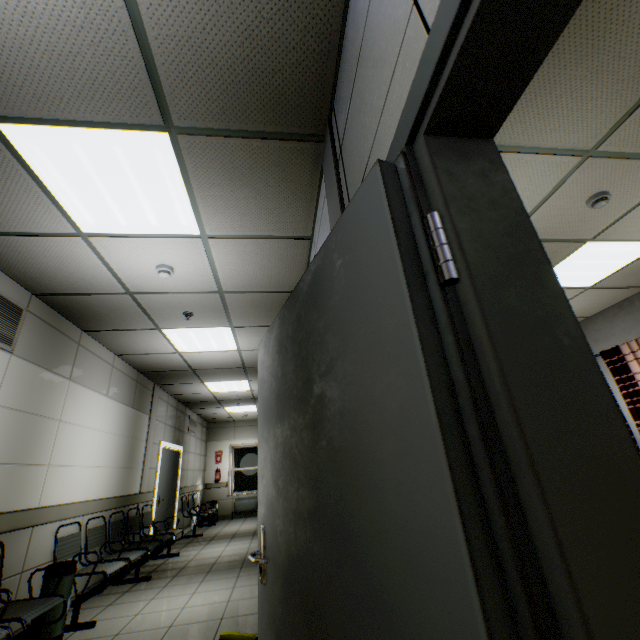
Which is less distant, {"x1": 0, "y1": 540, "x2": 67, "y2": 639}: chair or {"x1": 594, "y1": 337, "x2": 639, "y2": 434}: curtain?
{"x1": 0, "y1": 540, "x2": 67, "y2": 639}: chair

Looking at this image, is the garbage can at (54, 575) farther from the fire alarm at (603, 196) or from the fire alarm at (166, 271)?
the fire alarm at (603, 196)

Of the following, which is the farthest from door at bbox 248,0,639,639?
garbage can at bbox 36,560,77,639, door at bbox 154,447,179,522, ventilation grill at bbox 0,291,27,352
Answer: door at bbox 154,447,179,522

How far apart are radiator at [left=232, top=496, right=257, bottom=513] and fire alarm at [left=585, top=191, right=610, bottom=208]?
12.3 meters

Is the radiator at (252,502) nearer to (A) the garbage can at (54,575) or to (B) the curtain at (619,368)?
(A) the garbage can at (54,575)

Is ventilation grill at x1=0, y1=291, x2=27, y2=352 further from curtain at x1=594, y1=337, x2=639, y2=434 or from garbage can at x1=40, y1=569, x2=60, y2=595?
curtain at x1=594, y1=337, x2=639, y2=434

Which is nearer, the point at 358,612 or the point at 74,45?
the point at 358,612

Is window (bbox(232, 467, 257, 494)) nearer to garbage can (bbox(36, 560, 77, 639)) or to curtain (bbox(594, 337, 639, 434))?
garbage can (bbox(36, 560, 77, 639))
